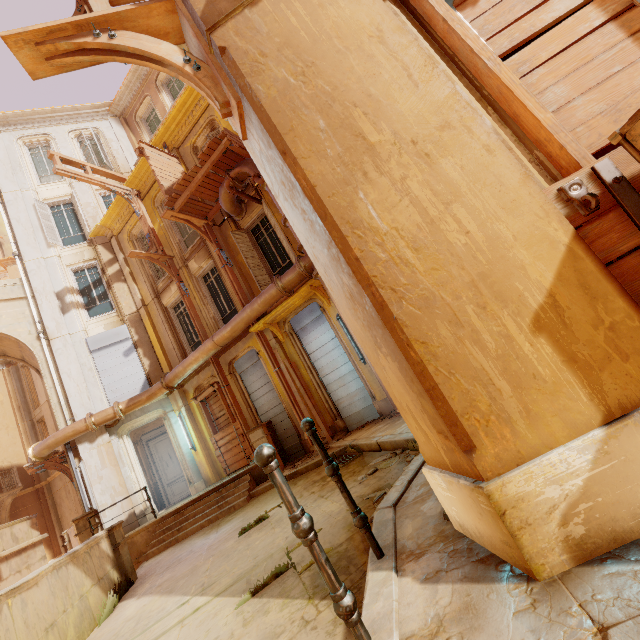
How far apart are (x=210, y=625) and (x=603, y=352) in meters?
3.8 m

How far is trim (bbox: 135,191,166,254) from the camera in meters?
12.7 m

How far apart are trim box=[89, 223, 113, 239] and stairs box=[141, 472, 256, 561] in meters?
12.2

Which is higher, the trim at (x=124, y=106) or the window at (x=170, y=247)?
the trim at (x=124, y=106)

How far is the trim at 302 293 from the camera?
9.1m

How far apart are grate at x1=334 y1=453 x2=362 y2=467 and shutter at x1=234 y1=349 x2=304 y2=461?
3.29m

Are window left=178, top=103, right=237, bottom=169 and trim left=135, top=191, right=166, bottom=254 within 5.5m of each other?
yes

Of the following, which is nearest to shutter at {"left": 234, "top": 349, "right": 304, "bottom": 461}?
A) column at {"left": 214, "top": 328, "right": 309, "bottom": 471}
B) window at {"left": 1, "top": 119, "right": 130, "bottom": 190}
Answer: column at {"left": 214, "top": 328, "right": 309, "bottom": 471}
